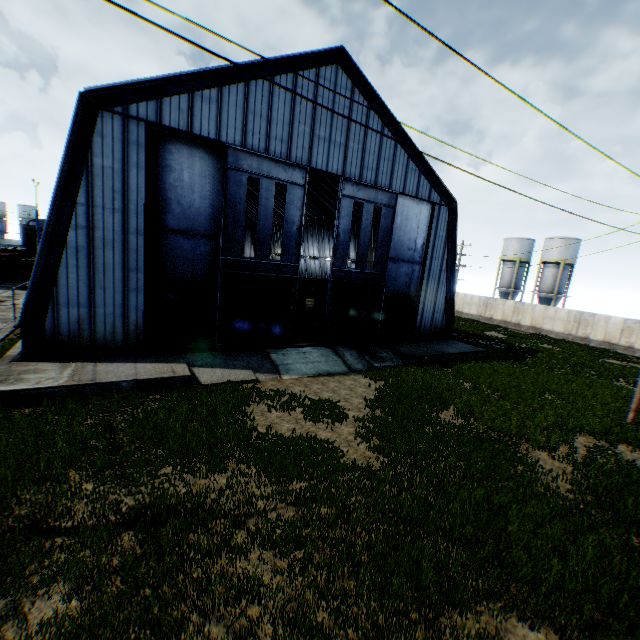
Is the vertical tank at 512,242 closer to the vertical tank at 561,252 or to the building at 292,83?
the vertical tank at 561,252

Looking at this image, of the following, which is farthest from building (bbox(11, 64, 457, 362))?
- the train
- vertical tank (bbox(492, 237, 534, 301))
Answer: vertical tank (bbox(492, 237, 534, 301))

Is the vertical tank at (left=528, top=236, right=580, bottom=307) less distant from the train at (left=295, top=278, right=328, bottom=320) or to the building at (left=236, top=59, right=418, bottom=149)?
the building at (left=236, top=59, right=418, bottom=149)

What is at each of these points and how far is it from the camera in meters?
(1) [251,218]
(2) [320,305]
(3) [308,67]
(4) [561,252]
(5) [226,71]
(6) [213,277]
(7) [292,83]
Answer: (1) building, 58.7
(2) train, 33.3
(3) building, 17.1
(4) vertical tank, 42.6
(5) building, 15.1
(6) hanging door, 17.3
(7) building, 16.8

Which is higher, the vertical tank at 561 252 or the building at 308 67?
the building at 308 67

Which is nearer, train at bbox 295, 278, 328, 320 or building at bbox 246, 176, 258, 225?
train at bbox 295, 278, 328, 320

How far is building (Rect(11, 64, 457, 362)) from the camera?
13.3 meters

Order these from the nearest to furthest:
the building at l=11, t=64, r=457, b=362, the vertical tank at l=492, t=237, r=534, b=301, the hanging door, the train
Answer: the building at l=11, t=64, r=457, b=362 < the hanging door < the train < the vertical tank at l=492, t=237, r=534, b=301
